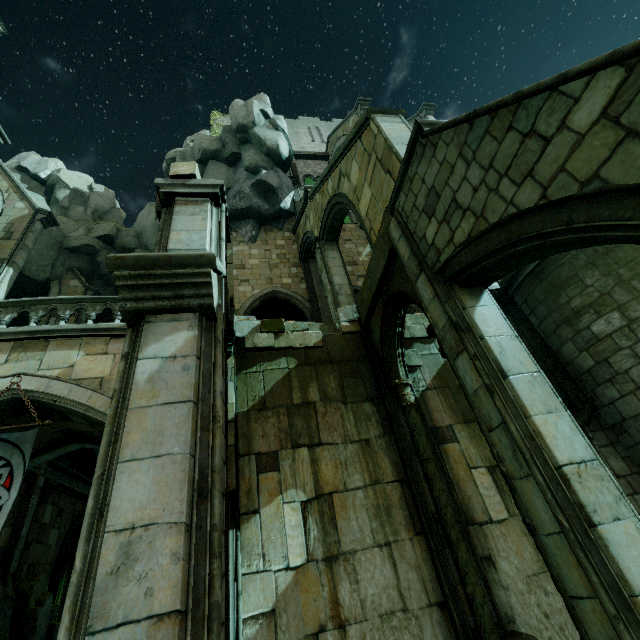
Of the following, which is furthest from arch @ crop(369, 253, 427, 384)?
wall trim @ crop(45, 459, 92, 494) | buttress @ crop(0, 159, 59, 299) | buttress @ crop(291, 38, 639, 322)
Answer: wall trim @ crop(45, 459, 92, 494)

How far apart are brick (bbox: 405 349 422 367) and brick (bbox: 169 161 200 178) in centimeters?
560cm

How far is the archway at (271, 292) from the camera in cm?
1528

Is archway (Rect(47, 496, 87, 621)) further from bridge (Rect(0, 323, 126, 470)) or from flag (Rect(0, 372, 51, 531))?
flag (Rect(0, 372, 51, 531))

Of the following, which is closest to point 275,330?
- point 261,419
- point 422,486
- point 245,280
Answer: point 261,419

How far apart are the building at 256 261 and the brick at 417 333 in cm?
677

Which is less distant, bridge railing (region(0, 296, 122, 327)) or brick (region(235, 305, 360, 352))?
brick (region(235, 305, 360, 352))

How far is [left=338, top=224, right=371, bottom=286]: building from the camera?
17.7m
